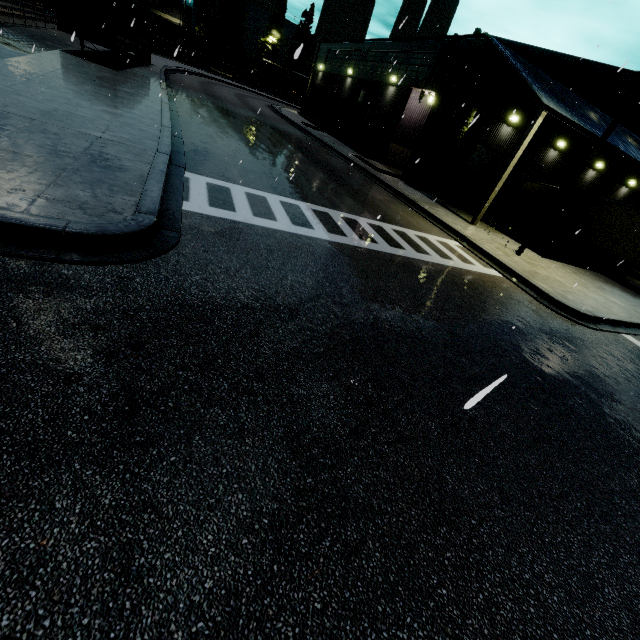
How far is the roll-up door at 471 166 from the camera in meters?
21.0

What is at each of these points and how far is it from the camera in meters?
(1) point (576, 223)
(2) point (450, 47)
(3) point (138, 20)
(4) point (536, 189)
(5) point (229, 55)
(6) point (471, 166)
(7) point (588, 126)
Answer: (1) semi trailer, 19.5
(2) tree, 18.8
(3) semi trailer, 22.5
(4) semi trailer, 21.8
(5) coal car, 58.1
(6) roll-up door, 21.4
(7) building, 15.5

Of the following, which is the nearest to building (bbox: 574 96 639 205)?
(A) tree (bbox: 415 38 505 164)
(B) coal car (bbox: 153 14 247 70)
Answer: (A) tree (bbox: 415 38 505 164)

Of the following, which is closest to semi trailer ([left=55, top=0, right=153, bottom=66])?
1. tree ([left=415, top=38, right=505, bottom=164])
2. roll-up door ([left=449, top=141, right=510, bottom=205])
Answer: tree ([left=415, top=38, right=505, bottom=164])

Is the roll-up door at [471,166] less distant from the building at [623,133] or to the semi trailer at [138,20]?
the building at [623,133]

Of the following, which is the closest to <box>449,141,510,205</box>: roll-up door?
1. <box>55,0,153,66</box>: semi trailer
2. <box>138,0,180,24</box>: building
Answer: <box>138,0,180,24</box>: building

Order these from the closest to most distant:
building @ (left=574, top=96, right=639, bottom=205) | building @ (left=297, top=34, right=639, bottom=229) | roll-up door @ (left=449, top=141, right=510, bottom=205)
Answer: building @ (left=297, top=34, right=639, bottom=229), building @ (left=574, top=96, right=639, bottom=205), roll-up door @ (left=449, top=141, right=510, bottom=205)

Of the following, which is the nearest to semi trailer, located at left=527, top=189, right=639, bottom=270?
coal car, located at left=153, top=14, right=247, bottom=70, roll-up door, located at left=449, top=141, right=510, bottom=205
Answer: coal car, located at left=153, top=14, right=247, bottom=70
